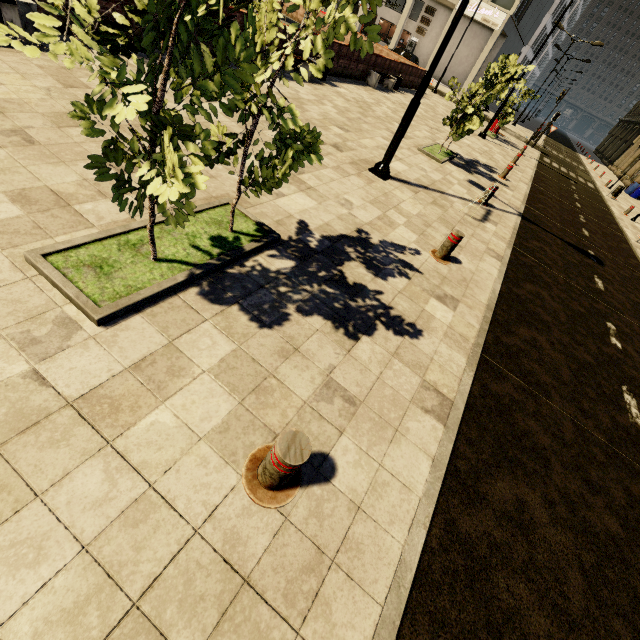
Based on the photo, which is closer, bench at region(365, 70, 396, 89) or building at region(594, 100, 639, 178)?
bench at region(365, 70, 396, 89)

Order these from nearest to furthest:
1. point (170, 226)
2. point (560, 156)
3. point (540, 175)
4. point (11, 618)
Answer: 1. point (11, 618)
2. point (170, 226)
3. point (540, 175)
4. point (560, 156)

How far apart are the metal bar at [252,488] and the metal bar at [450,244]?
4.5m

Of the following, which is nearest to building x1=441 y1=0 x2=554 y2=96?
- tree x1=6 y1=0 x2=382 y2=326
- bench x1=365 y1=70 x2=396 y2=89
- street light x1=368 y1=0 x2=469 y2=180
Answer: tree x1=6 y1=0 x2=382 y2=326

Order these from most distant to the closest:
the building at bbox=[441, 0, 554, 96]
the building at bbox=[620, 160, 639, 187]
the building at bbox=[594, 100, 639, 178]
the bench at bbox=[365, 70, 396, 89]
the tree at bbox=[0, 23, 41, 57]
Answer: the building at bbox=[594, 100, 639, 178]
the building at bbox=[620, 160, 639, 187]
the building at bbox=[441, 0, 554, 96]
the bench at bbox=[365, 70, 396, 89]
the tree at bbox=[0, 23, 41, 57]

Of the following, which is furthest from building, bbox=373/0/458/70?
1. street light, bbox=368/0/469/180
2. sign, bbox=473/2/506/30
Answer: street light, bbox=368/0/469/180

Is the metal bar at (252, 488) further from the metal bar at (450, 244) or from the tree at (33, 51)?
the metal bar at (450, 244)

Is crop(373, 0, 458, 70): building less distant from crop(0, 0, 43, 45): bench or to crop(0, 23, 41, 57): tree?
crop(0, 23, 41, 57): tree
